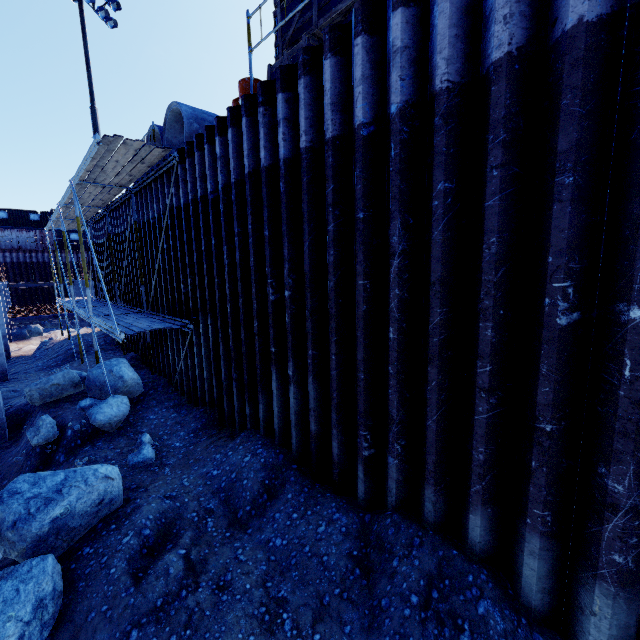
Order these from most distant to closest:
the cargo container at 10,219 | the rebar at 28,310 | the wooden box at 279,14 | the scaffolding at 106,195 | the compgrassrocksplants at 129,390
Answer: the cargo container at 10,219
the rebar at 28,310
the compgrassrocksplants at 129,390
the scaffolding at 106,195
the wooden box at 279,14

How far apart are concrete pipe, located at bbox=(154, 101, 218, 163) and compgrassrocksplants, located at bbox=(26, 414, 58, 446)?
7.2m

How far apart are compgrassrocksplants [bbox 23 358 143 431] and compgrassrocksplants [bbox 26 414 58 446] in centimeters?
46cm

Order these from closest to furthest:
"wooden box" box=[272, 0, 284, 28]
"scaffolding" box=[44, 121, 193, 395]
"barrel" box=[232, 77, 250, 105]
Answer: "wooden box" box=[272, 0, 284, 28] < "barrel" box=[232, 77, 250, 105] < "scaffolding" box=[44, 121, 193, 395]

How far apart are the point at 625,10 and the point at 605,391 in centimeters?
267cm

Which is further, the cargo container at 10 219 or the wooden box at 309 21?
the cargo container at 10 219

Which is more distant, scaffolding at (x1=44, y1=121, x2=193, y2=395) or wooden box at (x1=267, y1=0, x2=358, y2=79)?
scaffolding at (x1=44, y1=121, x2=193, y2=395)

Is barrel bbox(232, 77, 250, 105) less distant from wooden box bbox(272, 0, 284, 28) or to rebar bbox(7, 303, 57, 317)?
wooden box bbox(272, 0, 284, 28)
